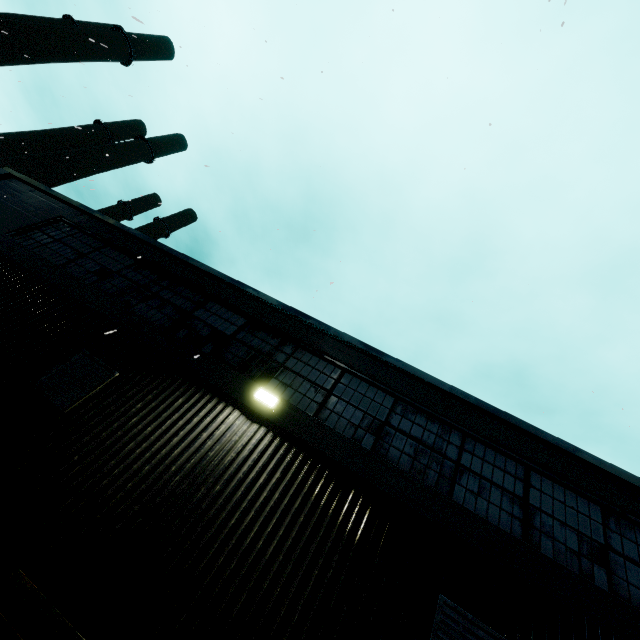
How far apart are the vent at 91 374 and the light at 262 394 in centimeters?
258cm

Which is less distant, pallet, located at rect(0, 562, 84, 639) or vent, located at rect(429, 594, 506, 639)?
pallet, located at rect(0, 562, 84, 639)

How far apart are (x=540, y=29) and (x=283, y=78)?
5.4 meters

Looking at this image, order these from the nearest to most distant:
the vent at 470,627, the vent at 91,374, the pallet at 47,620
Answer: the pallet at 47,620 → the vent at 470,627 → the vent at 91,374

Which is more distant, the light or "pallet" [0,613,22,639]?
the light

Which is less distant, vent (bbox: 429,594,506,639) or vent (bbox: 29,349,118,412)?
vent (bbox: 429,594,506,639)

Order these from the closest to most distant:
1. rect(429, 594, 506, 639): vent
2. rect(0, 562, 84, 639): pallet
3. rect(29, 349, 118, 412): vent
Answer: rect(0, 562, 84, 639): pallet → rect(429, 594, 506, 639): vent → rect(29, 349, 118, 412): vent

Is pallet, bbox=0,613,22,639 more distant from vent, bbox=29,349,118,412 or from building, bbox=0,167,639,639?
vent, bbox=29,349,118,412
